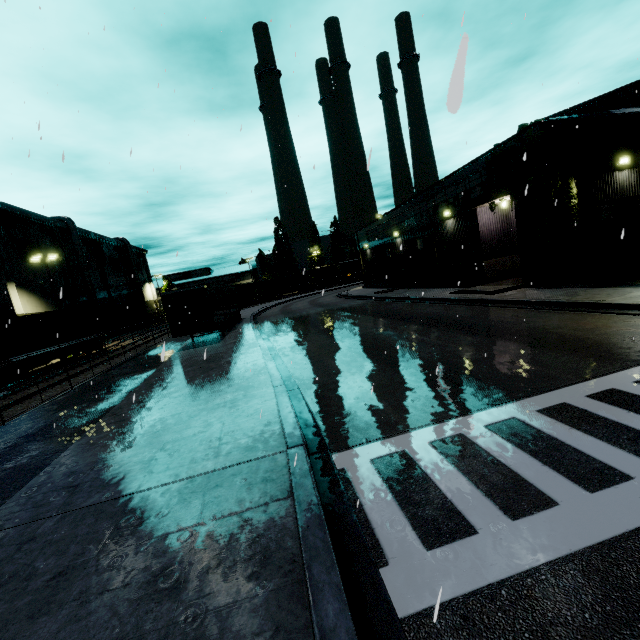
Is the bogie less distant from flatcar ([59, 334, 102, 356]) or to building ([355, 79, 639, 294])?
flatcar ([59, 334, 102, 356])

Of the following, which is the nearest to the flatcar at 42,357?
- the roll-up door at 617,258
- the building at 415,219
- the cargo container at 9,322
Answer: the cargo container at 9,322

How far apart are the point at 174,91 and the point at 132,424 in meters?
11.5

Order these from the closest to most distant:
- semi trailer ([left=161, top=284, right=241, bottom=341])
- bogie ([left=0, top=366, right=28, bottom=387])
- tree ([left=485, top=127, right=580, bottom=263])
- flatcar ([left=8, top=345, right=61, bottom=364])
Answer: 1. tree ([left=485, top=127, right=580, bottom=263])
2. bogie ([left=0, top=366, right=28, bottom=387])
3. semi trailer ([left=161, top=284, right=241, bottom=341])
4. flatcar ([left=8, top=345, right=61, bottom=364])

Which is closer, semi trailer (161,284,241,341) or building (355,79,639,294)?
building (355,79,639,294)

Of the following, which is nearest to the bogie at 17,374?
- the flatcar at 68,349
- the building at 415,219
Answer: the flatcar at 68,349

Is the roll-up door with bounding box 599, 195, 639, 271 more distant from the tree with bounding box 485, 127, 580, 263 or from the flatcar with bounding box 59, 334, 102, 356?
the flatcar with bounding box 59, 334, 102, 356

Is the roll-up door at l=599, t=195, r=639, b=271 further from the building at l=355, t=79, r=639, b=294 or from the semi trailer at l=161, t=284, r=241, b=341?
the semi trailer at l=161, t=284, r=241, b=341
